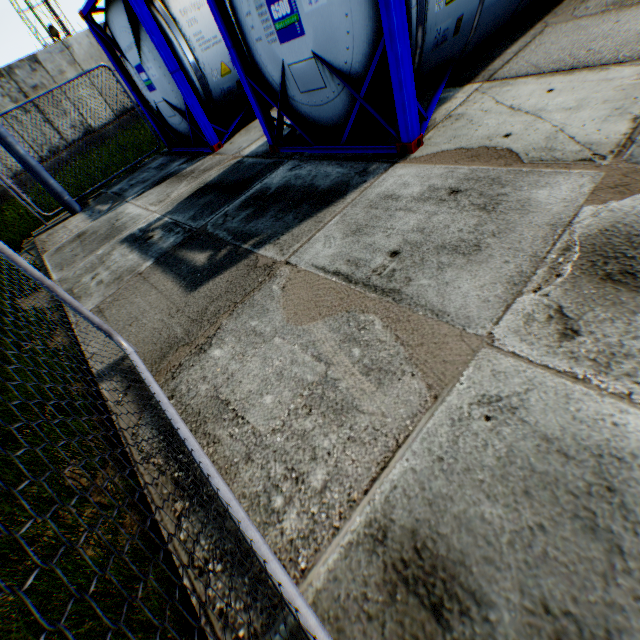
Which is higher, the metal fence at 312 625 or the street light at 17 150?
the street light at 17 150

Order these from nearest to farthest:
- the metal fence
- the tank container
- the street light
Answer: the metal fence < the tank container < the street light

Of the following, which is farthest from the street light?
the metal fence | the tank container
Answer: the metal fence

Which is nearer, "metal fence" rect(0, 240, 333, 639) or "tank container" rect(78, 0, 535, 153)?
"metal fence" rect(0, 240, 333, 639)

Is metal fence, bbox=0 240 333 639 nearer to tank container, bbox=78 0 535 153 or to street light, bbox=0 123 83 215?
tank container, bbox=78 0 535 153

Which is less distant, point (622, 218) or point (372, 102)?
point (622, 218)

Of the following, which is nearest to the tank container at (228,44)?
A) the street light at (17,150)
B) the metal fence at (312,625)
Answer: the street light at (17,150)
